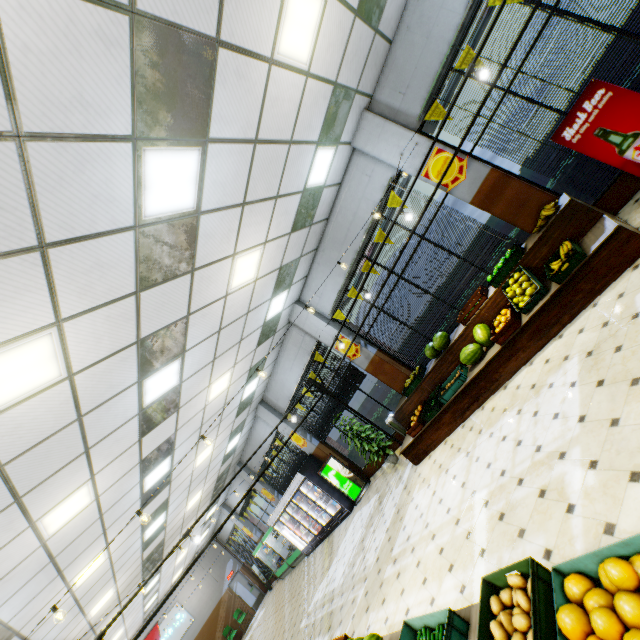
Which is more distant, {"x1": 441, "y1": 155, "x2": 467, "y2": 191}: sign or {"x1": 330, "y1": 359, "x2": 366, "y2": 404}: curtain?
{"x1": 330, "y1": 359, "x2": 366, "y2": 404}: curtain

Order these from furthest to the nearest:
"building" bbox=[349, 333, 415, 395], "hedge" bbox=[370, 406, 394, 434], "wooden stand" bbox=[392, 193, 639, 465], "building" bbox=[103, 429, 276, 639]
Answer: "building" bbox=[103, 429, 276, 639] → "hedge" bbox=[370, 406, 394, 434] → "building" bbox=[349, 333, 415, 395] → "wooden stand" bbox=[392, 193, 639, 465]

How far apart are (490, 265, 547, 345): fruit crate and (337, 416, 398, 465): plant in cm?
581

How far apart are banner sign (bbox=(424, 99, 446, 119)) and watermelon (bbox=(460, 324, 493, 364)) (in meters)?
3.83

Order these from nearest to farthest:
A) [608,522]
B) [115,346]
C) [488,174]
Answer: [608,522]
[115,346]
[488,174]

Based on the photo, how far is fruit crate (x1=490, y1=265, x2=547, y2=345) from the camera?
5.1 meters

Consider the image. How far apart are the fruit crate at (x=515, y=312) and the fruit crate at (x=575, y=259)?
0.2m

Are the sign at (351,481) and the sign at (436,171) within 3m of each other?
no
